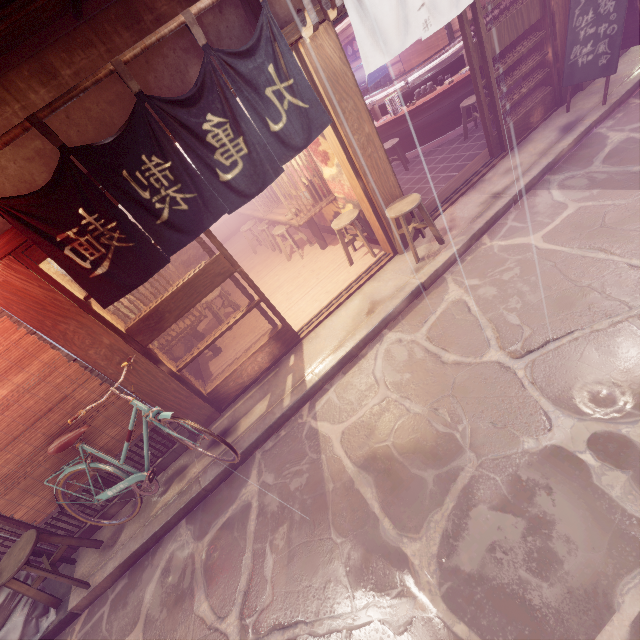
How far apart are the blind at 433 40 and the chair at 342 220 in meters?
12.4 m

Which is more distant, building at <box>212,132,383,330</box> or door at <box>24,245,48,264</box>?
building at <box>212,132,383,330</box>

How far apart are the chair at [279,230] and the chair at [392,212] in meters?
6.2 m

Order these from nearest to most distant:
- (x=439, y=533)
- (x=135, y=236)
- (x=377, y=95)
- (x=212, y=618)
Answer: (x=439, y=533)
(x=212, y=618)
(x=135, y=236)
(x=377, y=95)

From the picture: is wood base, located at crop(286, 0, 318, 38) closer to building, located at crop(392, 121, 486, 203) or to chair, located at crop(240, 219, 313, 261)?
building, located at crop(392, 121, 486, 203)

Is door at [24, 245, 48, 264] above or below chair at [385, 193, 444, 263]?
above

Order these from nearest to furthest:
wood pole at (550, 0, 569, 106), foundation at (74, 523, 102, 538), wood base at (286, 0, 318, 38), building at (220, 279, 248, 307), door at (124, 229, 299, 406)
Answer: wood base at (286, 0, 318, 38) < door at (124, 229, 299, 406) < foundation at (74, 523, 102, 538) < wood pole at (550, 0, 569, 106) < building at (220, 279, 248, 307)

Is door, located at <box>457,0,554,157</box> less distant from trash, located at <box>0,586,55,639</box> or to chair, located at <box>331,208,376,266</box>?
chair, located at <box>331,208,376,266</box>
